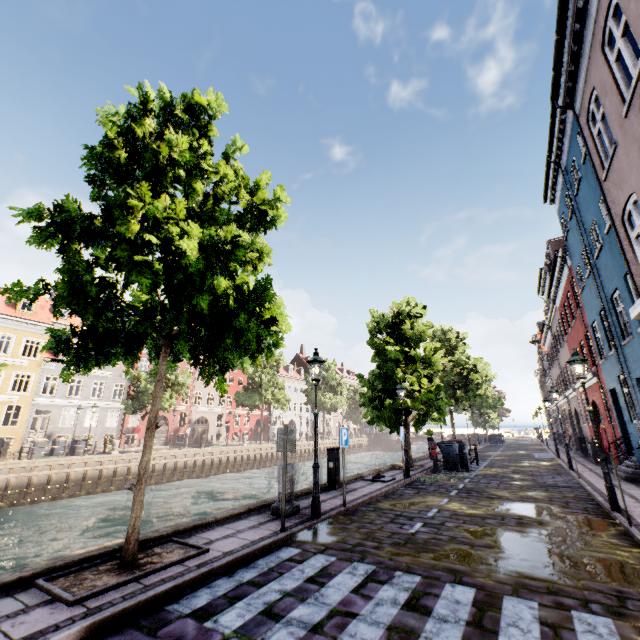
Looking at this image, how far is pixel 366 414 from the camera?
17.4m

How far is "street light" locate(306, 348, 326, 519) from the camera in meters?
7.2

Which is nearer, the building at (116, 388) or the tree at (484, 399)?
the tree at (484, 399)

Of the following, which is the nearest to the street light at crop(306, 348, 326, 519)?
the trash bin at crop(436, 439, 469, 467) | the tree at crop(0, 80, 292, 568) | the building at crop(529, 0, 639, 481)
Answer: the tree at crop(0, 80, 292, 568)

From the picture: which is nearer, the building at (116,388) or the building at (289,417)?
the building at (116,388)

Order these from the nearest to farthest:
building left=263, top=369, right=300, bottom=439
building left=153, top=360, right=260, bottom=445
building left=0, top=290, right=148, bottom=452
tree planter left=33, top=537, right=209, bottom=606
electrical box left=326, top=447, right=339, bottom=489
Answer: tree planter left=33, top=537, right=209, bottom=606 → electrical box left=326, top=447, right=339, bottom=489 → building left=0, top=290, right=148, bottom=452 → building left=153, top=360, right=260, bottom=445 → building left=263, top=369, right=300, bottom=439

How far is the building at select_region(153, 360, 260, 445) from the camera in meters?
37.9 m

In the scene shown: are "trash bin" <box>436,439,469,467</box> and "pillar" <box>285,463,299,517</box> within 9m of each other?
no
